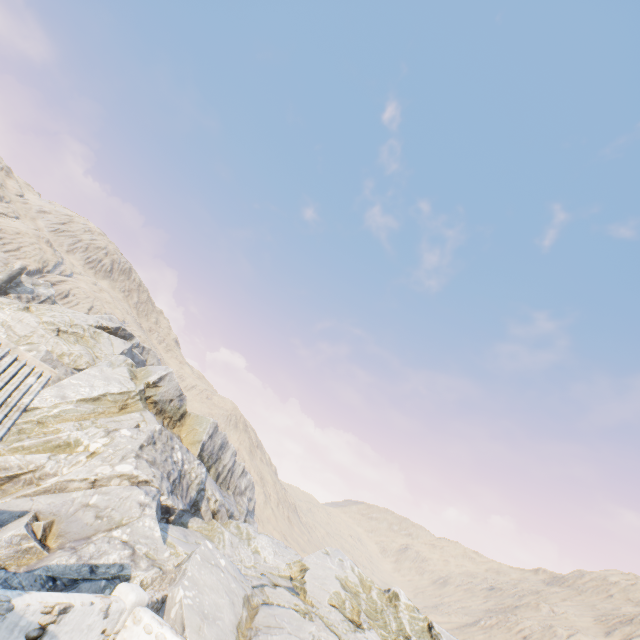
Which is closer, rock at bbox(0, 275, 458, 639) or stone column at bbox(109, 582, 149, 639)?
stone column at bbox(109, 582, 149, 639)

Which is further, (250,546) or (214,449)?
(214,449)

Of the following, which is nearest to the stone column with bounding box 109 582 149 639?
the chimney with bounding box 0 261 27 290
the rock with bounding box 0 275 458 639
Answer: the rock with bounding box 0 275 458 639

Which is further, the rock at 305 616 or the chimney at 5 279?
the chimney at 5 279

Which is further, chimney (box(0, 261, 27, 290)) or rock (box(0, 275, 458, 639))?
chimney (box(0, 261, 27, 290))

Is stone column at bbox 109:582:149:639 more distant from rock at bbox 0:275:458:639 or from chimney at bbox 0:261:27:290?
chimney at bbox 0:261:27:290

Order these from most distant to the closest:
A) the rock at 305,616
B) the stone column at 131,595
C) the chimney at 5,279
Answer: the chimney at 5,279 → the rock at 305,616 → the stone column at 131,595

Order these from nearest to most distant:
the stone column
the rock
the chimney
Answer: the stone column, the rock, the chimney
